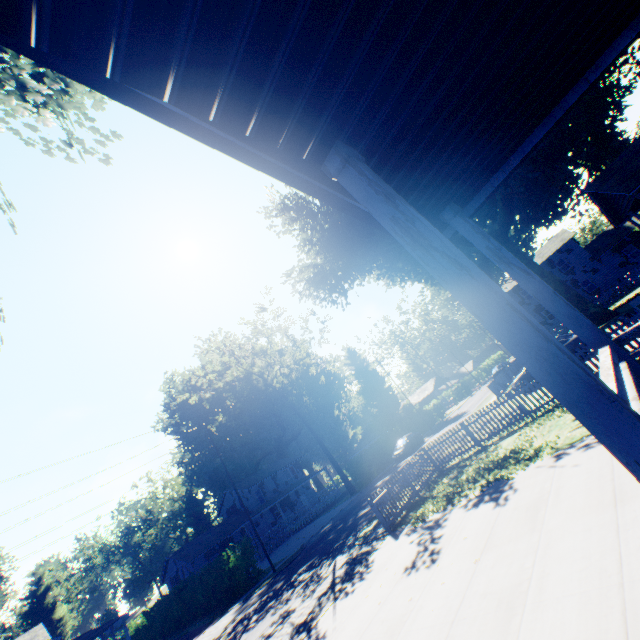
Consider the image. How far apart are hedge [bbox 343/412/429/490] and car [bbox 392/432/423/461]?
2.7m

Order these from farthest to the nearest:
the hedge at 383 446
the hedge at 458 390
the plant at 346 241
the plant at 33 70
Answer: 1. the hedge at 458 390
2. the hedge at 383 446
3. the plant at 346 241
4. the plant at 33 70

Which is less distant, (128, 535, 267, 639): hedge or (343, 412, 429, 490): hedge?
(128, 535, 267, 639): hedge

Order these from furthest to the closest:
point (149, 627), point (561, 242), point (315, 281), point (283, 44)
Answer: point (561, 242) → point (149, 627) → point (315, 281) → point (283, 44)

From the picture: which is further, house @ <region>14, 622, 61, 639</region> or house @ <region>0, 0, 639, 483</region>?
house @ <region>14, 622, 61, 639</region>

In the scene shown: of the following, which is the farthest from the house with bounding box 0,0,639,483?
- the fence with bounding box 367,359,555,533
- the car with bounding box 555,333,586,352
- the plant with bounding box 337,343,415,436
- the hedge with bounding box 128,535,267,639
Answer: the plant with bounding box 337,343,415,436

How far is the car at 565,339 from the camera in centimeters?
1614cm

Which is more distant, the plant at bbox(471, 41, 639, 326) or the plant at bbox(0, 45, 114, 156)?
the plant at bbox(471, 41, 639, 326)
